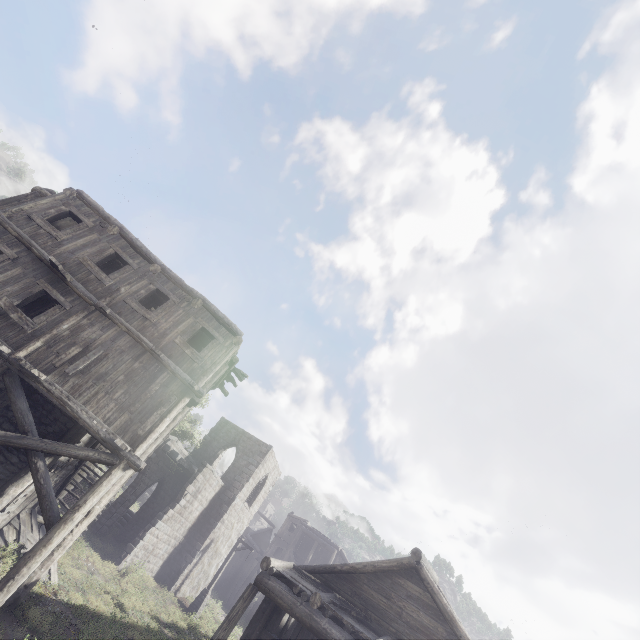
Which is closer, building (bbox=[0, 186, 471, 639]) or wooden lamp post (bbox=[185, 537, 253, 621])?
building (bbox=[0, 186, 471, 639])

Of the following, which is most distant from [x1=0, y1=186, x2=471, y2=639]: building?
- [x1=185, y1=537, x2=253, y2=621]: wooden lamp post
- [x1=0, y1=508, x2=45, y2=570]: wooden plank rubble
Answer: [x1=185, y1=537, x2=253, y2=621]: wooden lamp post

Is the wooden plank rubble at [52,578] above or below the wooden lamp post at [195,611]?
below

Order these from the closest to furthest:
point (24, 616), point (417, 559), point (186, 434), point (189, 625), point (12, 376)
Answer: point (24, 616)
point (12, 376)
point (417, 559)
point (189, 625)
point (186, 434)

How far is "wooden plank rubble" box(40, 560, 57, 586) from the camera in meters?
12.0 m

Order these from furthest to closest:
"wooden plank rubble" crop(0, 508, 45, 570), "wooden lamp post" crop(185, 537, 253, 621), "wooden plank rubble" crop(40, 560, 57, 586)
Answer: "wooden lamp post" crop(185, 537, 253, 621) < "wooden plank rubble" crop(40, 560, 57, 586) < "wooden plank rubble" crop(0, 508, 45, 570)

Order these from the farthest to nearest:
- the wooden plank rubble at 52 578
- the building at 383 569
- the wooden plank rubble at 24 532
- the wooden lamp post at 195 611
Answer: the wooden lamp post at 195 611
the wooden plank rubble at 52 578
the wooden plank rubble at 24 532
the building at 383 569
